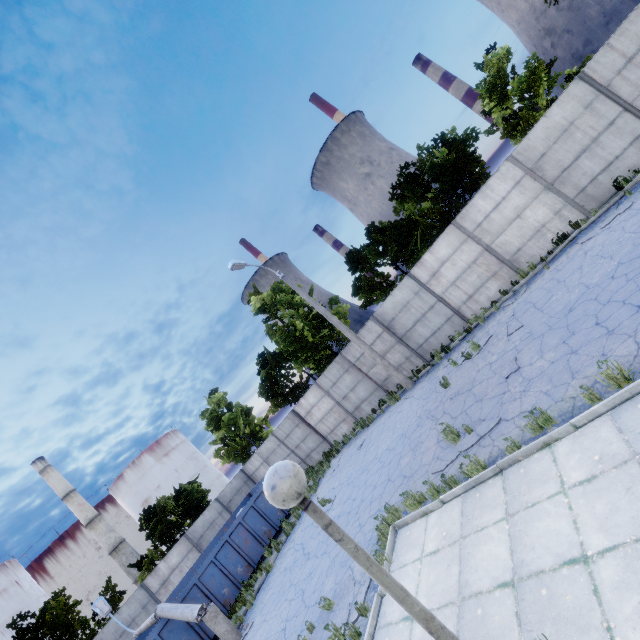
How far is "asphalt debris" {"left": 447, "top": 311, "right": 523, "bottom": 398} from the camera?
10.3 meters

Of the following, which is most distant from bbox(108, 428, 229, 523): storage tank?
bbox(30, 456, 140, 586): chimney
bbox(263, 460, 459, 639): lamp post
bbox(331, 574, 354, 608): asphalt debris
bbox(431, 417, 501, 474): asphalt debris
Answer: bbox(263, 460, 459, 639): lamp post

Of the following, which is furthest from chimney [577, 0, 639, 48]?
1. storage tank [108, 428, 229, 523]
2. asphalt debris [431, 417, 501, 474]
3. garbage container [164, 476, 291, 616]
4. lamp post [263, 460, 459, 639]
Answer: storage tank [108, 428, 229, 523]

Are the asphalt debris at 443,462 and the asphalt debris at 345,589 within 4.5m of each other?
yes

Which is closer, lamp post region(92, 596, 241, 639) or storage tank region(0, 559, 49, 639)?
lamp post region(92, 596, 241, 639)

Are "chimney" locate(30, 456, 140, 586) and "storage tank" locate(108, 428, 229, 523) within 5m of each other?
no

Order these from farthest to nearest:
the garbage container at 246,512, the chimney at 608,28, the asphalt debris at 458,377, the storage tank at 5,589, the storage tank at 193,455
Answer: the chimney at 608,28 → the storage tank at 193,455 → the storage tank at 5,589 → the garbage container at 246,512 → the asphalt debris at 458,377

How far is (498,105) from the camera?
16.1 meters
